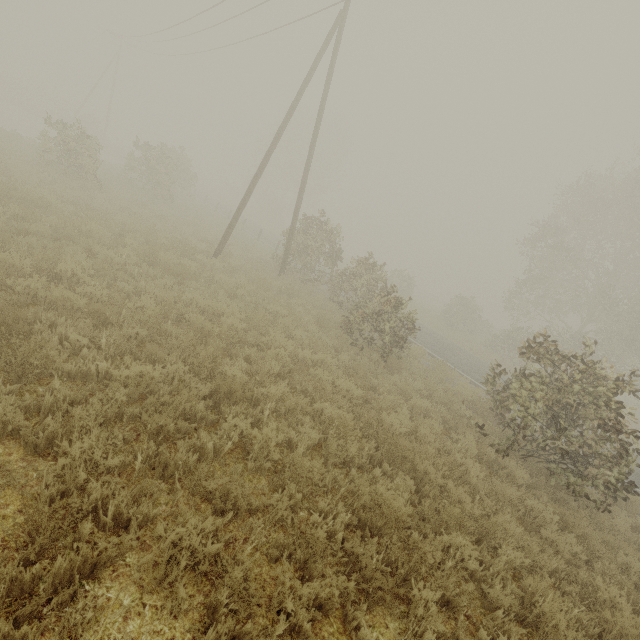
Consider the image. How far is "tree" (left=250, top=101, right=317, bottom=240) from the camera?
46.12m

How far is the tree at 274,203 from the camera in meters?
46.1 m

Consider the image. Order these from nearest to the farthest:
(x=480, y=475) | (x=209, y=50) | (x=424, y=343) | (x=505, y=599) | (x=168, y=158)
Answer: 1. (x=505, y=599)
2. (x=480, y=475)
3. (x=424, y=343)
4. (x=168, y=158)
5. (x=209, y=50)
